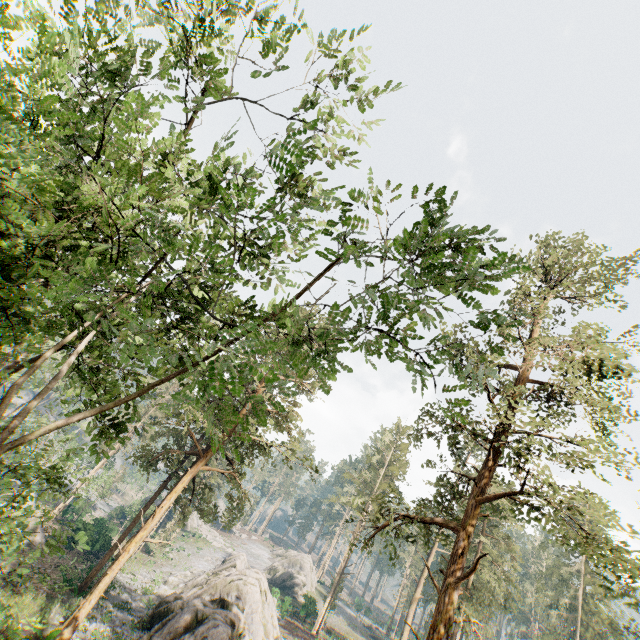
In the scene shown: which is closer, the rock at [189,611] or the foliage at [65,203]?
the foliage at [65,203]

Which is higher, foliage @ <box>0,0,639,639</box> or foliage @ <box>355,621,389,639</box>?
foliage @ <box>0,0,639,639</box>

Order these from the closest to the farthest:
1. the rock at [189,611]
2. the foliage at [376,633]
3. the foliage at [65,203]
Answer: the foliage at [65,203], the rock at [189,611], the foliage at [376,633]

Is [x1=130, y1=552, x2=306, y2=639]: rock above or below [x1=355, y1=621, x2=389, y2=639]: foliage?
below

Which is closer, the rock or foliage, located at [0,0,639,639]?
foliage, located at [0,0,639,639]

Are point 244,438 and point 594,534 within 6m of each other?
no

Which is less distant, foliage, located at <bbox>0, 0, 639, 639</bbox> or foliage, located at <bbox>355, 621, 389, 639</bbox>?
foliage, located at <bbox>0, 0, 639, 639</bbox>
